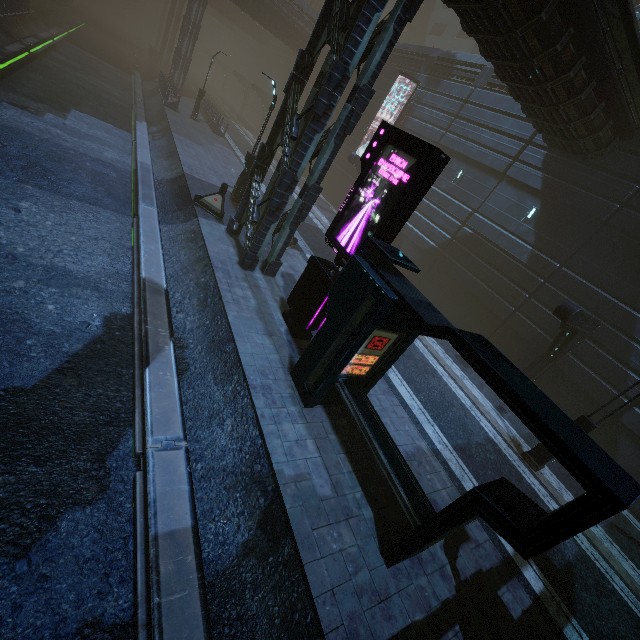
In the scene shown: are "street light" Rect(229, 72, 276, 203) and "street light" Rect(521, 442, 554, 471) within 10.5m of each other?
no

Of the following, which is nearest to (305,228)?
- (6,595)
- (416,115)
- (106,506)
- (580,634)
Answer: (416,115)

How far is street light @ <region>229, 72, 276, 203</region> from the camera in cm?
1442

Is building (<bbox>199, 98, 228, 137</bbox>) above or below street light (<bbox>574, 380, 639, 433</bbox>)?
below

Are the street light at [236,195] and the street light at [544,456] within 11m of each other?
no

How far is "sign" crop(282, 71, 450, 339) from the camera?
7.14m

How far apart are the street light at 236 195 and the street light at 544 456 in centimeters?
1652cm

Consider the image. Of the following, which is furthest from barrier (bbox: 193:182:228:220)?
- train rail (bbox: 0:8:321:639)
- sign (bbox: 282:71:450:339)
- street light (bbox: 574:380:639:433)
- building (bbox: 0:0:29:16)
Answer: street light (bbox: 574:380:639:433)
